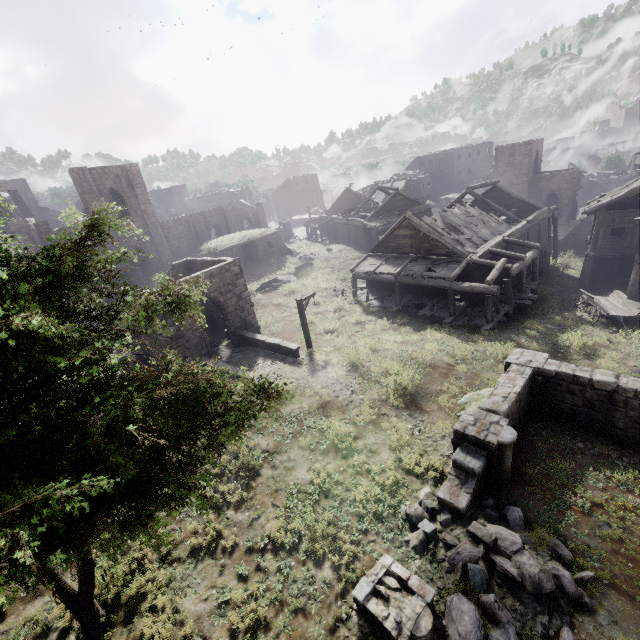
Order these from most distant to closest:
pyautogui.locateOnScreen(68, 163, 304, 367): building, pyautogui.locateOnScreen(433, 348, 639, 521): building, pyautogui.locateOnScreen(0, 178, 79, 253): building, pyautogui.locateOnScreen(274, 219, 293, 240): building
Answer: pyautogui.locateOnScreen(274, 219, 293, 240): building < pyautogui.locateOnScreen(0, 178, 79, 253): building < pyautogui.locateOnScreen(68, 163, 304, 367): building < pyautogui.locateOnScreen(433, 348, 639, 521): building

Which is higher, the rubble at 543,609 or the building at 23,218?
the building at 23,218

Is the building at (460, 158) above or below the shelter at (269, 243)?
above

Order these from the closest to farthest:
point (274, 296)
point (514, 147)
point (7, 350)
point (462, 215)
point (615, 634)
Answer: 1. point (7, 350)
2. point (615, 634)
3. point (462, 215)
4. point (274, 296)
5. point (514, 147)

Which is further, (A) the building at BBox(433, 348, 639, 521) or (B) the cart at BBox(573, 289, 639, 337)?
(B) the cart at BBox(573, 289, 639, 337)

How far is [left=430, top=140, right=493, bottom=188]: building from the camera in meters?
58.4

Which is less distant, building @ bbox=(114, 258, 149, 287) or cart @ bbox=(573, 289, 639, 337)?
cart @ bbox=(573, 289, 639, 337)
